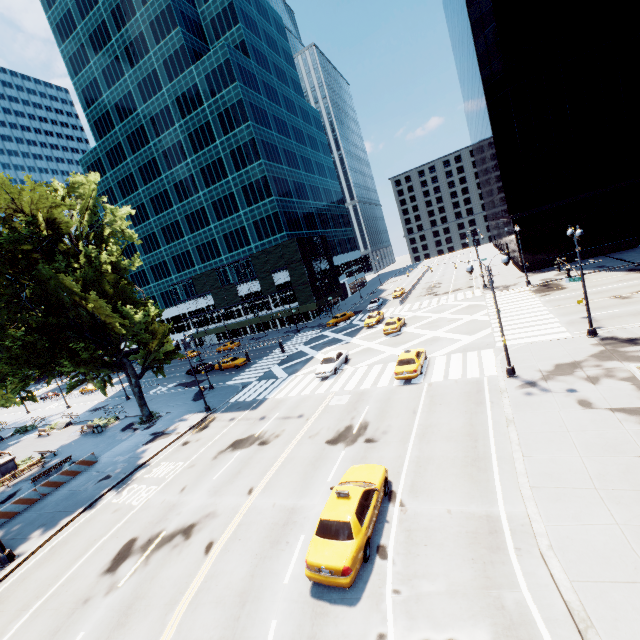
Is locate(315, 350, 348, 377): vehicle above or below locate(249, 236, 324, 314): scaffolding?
below

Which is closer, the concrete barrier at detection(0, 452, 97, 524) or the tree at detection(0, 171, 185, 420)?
the concrete barrier at detection(0, 452, 97, 524)

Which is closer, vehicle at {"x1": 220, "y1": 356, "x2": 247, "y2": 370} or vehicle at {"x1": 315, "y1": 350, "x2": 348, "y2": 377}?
vehicle at {"x1": 315, "y1": 350, "x2": 348, "y2": 377}

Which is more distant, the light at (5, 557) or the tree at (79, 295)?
the tree at (79, 295)

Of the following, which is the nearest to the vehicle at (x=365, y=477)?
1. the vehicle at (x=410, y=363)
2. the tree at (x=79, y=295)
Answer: the vehicle at (x=410, y=363)

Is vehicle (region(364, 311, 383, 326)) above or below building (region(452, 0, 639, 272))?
below

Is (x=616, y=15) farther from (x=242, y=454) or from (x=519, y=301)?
(x=242, y=454)

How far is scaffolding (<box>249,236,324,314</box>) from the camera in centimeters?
5625cm
